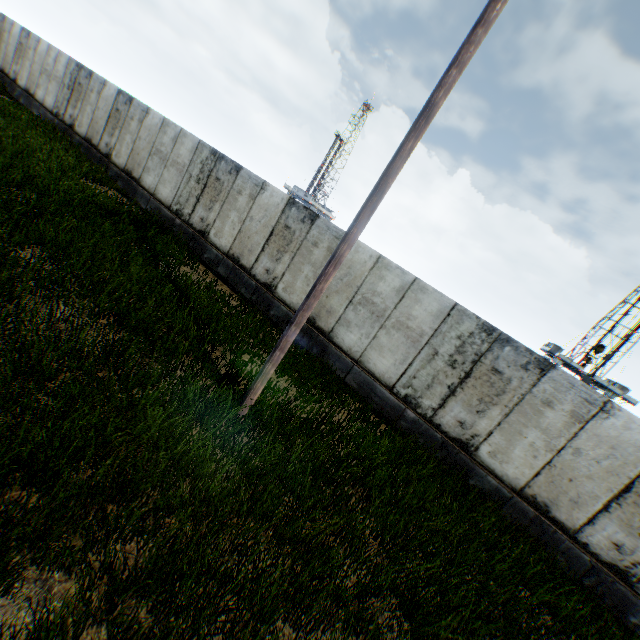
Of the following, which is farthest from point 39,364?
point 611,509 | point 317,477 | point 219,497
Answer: point 611,509
